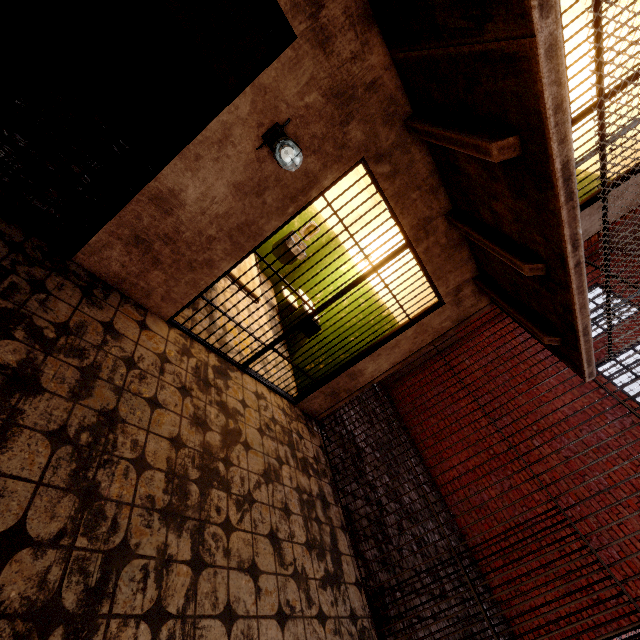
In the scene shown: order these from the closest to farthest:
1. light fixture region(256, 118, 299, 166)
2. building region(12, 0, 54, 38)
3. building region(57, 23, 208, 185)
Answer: light fixture region(256, 118, 299, 166) < building region(57, 23, 208, 185) < building region(12, 0, 54, 38)

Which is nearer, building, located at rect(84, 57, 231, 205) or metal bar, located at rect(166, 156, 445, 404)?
metal bar, located at rect(166, 156, 445, 404)

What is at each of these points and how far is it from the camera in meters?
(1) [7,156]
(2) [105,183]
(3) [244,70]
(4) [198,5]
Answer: (1) building, 2.7 m
(2) building, 3.8 m
(3) building, 5.0 m
(4) building, 4.4 m

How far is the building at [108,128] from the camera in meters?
3.6 m

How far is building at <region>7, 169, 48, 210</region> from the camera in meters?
2.5

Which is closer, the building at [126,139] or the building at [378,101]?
the building at [378,101]

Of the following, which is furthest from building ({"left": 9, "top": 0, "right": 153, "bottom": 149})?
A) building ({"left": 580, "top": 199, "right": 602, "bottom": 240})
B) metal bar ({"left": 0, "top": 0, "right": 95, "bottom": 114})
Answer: building ({"left": 580, "top": 199, "right": 602, "bottom": 240})
